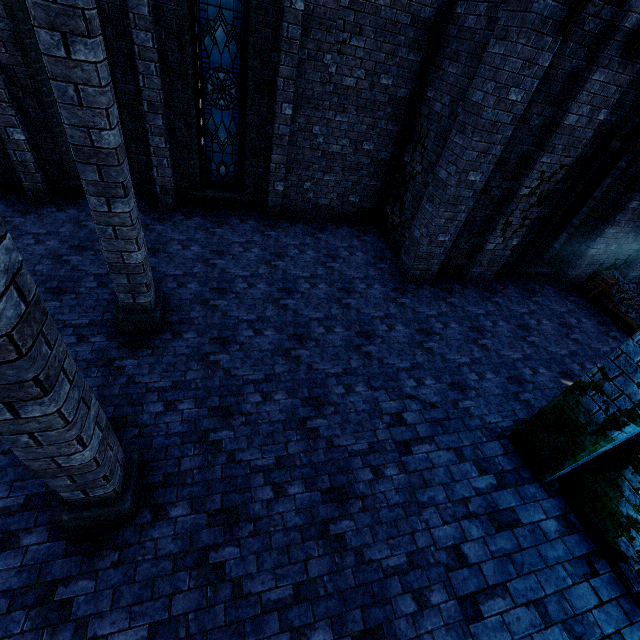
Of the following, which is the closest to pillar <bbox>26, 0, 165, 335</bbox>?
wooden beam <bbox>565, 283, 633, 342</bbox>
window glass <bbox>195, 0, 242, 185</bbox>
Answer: window glass <bbox>195, 0, 242, 185</bbox>

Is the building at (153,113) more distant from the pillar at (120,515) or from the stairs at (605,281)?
the stairs at (605,281)

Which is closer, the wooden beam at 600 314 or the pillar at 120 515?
the pillar at 120 515

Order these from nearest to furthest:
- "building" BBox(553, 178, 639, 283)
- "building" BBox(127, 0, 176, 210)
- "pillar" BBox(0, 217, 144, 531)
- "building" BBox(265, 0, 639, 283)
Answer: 1. "pillar" BBox(0, 217, 144, 531)
2. "building" BBox(265, 0, 639, 283)
3. "building" BBox(127, 0, 176, 210)
4. "building" BBox(553, 178, 639, 283)

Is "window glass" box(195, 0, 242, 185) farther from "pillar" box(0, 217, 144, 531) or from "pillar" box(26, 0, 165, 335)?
"pillar" box(0, 217, 144, 531)

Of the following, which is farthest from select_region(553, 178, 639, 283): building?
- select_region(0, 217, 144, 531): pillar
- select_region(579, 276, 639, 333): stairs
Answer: select_region(579, 276, 639, 333): stairs

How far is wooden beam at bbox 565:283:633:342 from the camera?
9.0 meters

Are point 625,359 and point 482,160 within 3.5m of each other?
no
